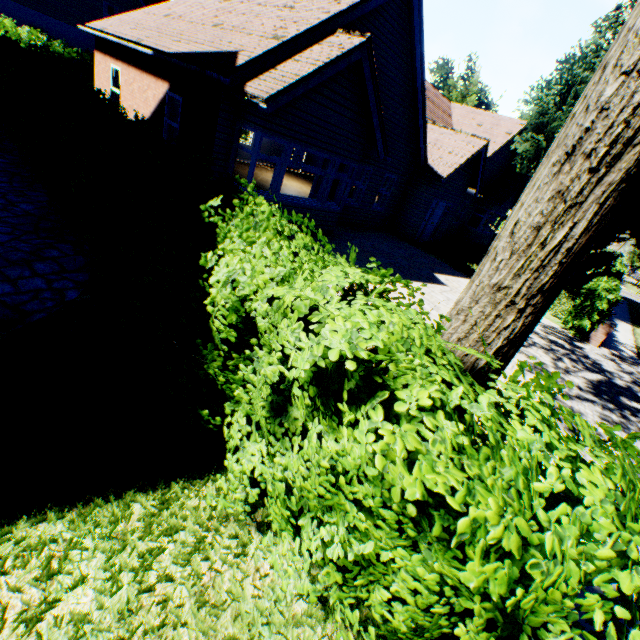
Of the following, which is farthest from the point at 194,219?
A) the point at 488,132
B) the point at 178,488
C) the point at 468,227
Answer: the point at 468,227

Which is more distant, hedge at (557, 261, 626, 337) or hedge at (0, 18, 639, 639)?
hedge at (557, 261, 626, 337)

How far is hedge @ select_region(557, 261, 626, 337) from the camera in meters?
11.2 m

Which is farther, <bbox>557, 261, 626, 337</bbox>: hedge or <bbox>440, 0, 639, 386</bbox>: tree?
<bbox>557, 261, 626, 337</bbox>: hedge

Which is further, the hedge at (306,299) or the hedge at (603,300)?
the hedge at (603,300)

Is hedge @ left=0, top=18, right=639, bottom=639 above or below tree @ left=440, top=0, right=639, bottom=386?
below

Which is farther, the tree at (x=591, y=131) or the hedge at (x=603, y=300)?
the hedge at (x=603, y=300)
